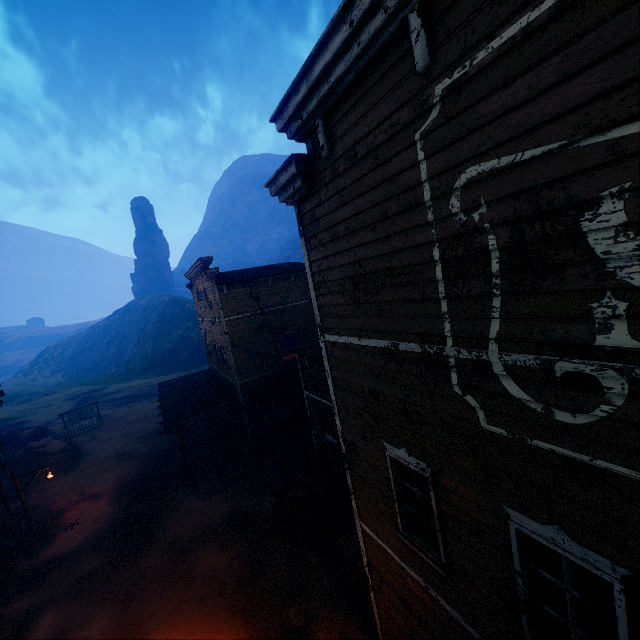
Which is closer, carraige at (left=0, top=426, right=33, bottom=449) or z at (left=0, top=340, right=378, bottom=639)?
z at (left=0, top=340, right=378, bottom=639)

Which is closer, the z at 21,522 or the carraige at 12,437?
the z at 21,522

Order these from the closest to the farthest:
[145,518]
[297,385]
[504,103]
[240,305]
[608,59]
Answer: [608,59] → [504,103] → [145,518] → [240,305] → [297,385]

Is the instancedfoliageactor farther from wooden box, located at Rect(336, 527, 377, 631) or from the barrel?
wooden box, located at Rect(336, 527, 377, 631)

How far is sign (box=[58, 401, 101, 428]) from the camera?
31.9m

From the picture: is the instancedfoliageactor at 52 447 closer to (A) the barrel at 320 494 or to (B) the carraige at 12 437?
(B) the carraige at 12 437

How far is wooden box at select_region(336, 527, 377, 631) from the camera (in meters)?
9.30

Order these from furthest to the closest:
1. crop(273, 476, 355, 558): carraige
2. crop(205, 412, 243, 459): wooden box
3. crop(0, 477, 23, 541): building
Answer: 1. crop(205, 412, 243, 459): wooden box
2. crop(0, 477, 23, 541): building
3. crop(273, 476, 355, 558): carraige
